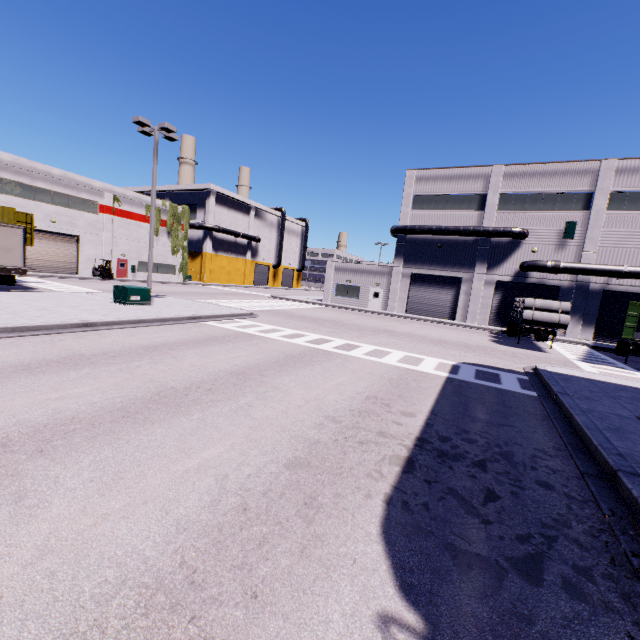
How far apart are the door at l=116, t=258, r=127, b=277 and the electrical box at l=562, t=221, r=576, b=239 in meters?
47.6 m

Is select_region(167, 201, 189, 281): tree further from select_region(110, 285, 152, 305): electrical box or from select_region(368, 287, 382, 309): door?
select_region(110, 285, 152, 305): electrical box

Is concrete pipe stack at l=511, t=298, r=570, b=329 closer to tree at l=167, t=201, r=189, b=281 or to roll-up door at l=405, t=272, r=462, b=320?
roll-up door at l=405, t=272, r=462, b=320

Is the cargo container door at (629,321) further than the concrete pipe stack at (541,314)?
No

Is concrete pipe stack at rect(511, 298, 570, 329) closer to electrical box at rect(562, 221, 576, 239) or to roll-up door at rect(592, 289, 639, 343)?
roll-up door at rect(592, 289, 639, 343)

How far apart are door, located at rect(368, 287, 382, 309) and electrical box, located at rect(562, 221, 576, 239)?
16.3 meters

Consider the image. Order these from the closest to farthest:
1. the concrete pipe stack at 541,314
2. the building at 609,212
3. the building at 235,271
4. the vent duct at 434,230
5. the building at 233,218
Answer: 1. the concrete pipe stack at 541,314
2. the building at 609,212
3. the vent duct at 434,230
4. the building at 233,218
5. the building at 235,271

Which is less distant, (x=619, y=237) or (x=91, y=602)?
(x=91, y=602)
